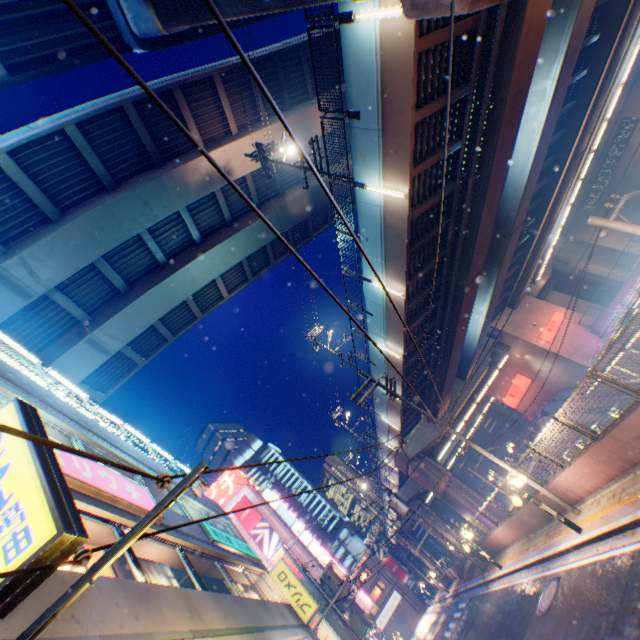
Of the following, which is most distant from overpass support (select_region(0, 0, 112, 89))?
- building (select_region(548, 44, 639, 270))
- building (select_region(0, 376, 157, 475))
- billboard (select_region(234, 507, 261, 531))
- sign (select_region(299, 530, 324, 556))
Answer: billboard (select_region(234, 507, 261, 531))

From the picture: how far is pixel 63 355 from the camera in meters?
18.3 m

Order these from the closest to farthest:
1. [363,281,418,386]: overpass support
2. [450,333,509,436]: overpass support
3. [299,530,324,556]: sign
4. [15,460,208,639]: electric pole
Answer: [15,460,208,639]: electric pole
[363,281,418,386]: overpass support
[450,333,509,436]: overpass support
[299,530,324,556]: sign

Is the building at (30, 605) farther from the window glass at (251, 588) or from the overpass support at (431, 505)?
the overpass support at (431, 505)

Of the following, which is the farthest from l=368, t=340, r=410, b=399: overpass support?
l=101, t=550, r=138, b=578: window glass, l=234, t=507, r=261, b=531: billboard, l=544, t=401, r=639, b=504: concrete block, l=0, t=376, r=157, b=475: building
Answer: l=234, t=507, r=261, b=531: billboard

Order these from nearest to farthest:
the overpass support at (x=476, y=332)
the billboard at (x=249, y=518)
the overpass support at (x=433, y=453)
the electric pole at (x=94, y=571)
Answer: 1. the electric pole at (x=94, y=571)
2. the overpass support at (x=476, y=332)
3. the overpass support at (x=433, y=453)
4. the billboard at (x=249, y=518)

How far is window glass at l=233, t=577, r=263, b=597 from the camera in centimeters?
1232cm

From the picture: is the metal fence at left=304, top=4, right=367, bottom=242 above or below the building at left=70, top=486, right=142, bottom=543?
above
